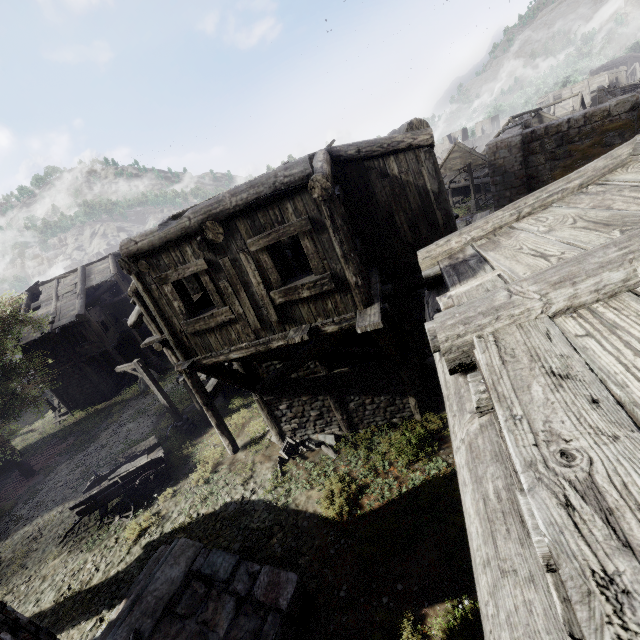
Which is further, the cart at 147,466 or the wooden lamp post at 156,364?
the wooden lamp post at 156,364

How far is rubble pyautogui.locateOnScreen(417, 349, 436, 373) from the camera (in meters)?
12.85

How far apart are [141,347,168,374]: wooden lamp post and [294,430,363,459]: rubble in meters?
17.6

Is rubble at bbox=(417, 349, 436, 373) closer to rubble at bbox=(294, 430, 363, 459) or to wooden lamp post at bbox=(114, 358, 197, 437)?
rubble at bbox=(294, 430, 363, 459)

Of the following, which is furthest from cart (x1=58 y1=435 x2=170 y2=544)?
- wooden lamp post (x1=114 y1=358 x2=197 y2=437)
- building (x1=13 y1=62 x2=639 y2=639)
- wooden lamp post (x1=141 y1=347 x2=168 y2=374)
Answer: wooden lamp post (x1=141 y1=347 x2=168 y2=374)

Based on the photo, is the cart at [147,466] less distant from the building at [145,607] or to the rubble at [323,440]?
the building at [145,607]

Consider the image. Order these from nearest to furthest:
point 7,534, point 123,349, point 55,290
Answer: point 7,534 < point 55,290 < point 123,349

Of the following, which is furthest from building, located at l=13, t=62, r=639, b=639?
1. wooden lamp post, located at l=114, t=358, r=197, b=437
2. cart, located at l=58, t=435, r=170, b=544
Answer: cart, located at l=58, t=435, r=170, b=544
